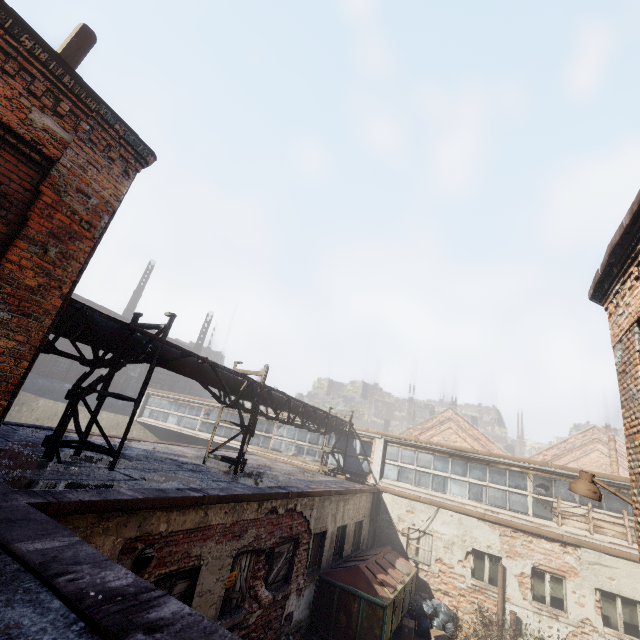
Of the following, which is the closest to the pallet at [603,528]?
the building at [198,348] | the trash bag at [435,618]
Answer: the trash bag at [435,618]

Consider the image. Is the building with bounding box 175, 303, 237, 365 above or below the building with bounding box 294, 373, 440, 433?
above

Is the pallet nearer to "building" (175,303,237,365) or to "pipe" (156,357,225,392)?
"pipe" (156,357,225,392)

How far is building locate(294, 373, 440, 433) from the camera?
53.4 meters

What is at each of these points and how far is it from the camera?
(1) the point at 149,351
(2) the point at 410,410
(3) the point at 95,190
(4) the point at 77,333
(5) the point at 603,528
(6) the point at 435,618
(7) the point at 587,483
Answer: (1) pipe, 7.2 meters
(2) building, 54.8 meters
(3) building, 3.9 meters
(4) pipe, 6.0 meters
(5) pallet, 11.6 meters
(6) trash bag, 10.9 meters
(7) light, 5.0 meters

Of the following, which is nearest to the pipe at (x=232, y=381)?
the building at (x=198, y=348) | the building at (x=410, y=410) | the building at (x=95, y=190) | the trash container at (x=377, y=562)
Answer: the building at (x=95, y=190)

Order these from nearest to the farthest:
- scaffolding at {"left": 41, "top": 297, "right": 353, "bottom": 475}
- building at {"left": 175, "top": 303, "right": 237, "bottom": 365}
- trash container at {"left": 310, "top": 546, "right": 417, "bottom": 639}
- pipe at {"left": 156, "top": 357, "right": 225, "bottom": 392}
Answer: scaffolding at {"left": 41, "top": 297, "right": 353, "bottom": 475}
pipe at {"left": 156, "top": 357, "right": 225, "bottom": 392}
trash container at {"left": 310, "top": 546, "right": 417, "bottom": 639}
building at {"left": 175, "top": 303, "right": 237, "bottom": 365}

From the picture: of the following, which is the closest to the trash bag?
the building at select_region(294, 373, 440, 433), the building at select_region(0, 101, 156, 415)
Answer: the building at select_region(0, 101, 156, 415)
